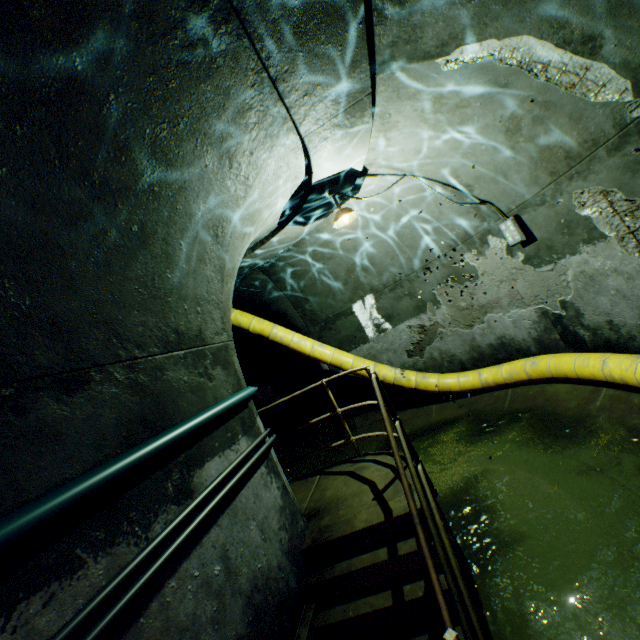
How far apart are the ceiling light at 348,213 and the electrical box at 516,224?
2.2m

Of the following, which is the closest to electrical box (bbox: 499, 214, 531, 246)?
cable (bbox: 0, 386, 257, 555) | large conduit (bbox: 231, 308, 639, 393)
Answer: large conduit (bbox: 231, 308, 639, 393)

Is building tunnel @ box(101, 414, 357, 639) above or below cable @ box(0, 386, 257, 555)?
below

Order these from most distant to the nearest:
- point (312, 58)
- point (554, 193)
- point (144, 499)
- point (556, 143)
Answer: point (554, 193), point (556, 143), point (312, 58), point (144, 499)

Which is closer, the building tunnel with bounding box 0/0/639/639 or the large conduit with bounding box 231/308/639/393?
the building tunnel with bounding box 0/0/639/639

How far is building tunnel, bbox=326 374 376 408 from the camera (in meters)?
8.02

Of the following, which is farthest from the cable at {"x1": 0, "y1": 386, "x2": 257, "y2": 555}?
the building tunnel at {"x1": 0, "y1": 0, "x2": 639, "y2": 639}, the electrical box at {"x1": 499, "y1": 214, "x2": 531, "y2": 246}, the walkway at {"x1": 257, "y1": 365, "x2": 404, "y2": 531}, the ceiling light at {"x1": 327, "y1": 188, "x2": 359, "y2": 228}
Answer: the electrical box at {"x1": 499, "y1": 214, "x2": 531, "y2": 246}

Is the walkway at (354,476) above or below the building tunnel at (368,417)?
above
